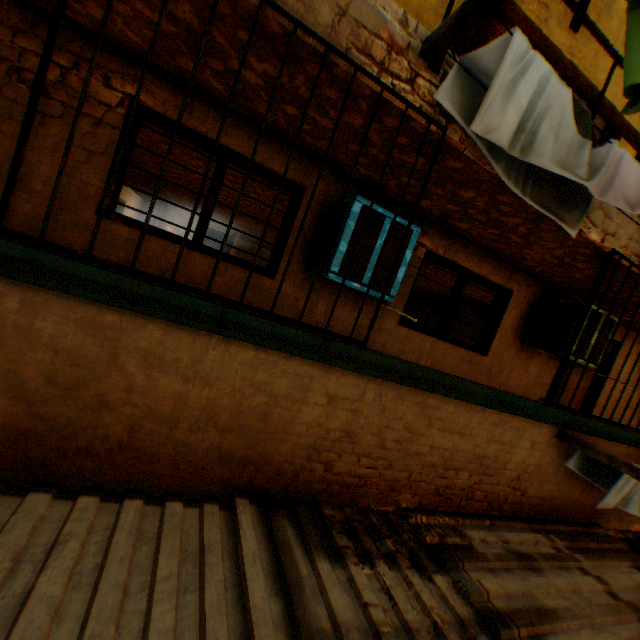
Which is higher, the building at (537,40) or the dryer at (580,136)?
the building at (537,40)

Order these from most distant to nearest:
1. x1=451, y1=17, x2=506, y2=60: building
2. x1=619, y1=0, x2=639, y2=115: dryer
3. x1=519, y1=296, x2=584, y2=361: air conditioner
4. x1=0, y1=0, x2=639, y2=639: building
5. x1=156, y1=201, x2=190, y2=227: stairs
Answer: x1=156, y1=201, x2=190, y2=227: stairs
x1=519, y1=296, x2=584, y2=361: air conditioner
x1=451, y1=17, x2=506, y2=60: building
x1=0, y1=0, x2=639, y2=639: building
x1=619, y1=0, x2=639, y2=115: dryer

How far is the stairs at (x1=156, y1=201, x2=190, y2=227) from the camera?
15.9 meters

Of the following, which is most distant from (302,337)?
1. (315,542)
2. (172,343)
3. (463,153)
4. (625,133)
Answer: (625,133)

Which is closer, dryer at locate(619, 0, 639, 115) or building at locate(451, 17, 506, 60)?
dryer at locate(619, 0, 639, 115)

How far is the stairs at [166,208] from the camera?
15.9 meters

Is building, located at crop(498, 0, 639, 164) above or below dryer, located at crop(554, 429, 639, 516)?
above
